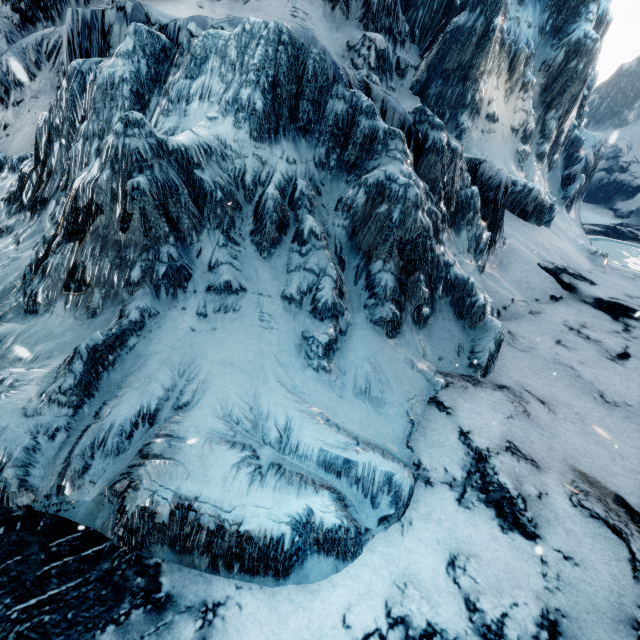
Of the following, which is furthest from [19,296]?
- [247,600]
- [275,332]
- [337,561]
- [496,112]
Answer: [496,112]
